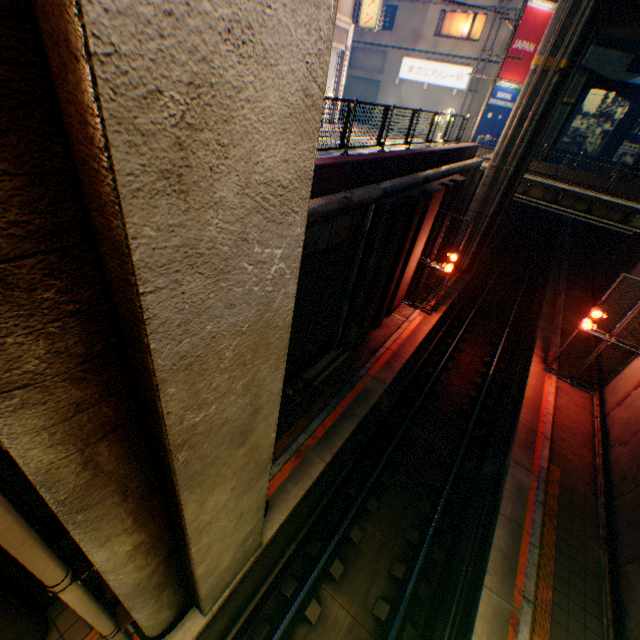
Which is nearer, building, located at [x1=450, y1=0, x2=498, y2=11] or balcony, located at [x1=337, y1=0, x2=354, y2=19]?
balcony, located at [x1=337, y1=0, x2=354, y2=19]

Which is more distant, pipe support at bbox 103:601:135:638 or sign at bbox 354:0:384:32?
sign at bbox 354:0:384:32

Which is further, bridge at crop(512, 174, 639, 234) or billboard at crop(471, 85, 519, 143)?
billboard at crop(471, 85, 519, 143)

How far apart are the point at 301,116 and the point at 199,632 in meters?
8.8 m

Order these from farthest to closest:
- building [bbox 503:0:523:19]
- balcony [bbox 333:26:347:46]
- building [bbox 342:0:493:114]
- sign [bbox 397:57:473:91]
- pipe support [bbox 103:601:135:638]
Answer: sign [bbox 397:57:473:91], building [bbox 342:0:493:114], building [bbox 503:0:523:19], balcony [bbox 333:26:347:46], pipe support [bbox 103:601:135:638]

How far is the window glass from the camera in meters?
25.2 m

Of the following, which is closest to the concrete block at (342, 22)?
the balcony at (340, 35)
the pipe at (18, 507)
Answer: the balcony at (340, 35)

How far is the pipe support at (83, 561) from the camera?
3.6 meters
